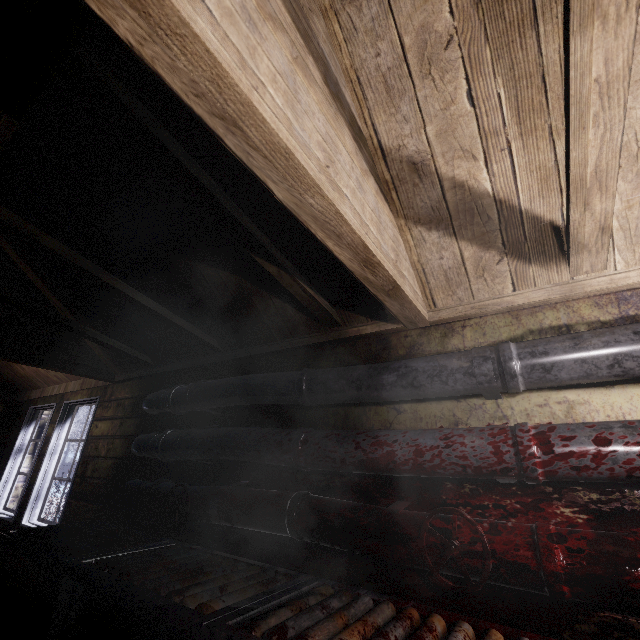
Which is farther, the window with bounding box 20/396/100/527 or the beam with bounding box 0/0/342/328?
the window with bounding box 20/396/100/527

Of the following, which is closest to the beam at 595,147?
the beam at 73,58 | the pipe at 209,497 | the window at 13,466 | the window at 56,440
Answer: the beam at 73,58

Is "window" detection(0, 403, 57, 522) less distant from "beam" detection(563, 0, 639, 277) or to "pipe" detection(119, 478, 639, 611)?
"pipe" detection(119, 478, 639, 611)

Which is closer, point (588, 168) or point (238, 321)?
point (588, 168)

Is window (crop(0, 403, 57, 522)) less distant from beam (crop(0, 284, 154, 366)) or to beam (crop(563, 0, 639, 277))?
beam (crop(0, 284, 154, 366))

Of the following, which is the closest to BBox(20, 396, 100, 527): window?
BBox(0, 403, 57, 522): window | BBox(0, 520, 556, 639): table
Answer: BBox(0, 403, 57, 522): window

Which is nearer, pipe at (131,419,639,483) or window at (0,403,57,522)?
pipe at (131,419,639,483)

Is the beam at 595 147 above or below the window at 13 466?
above
